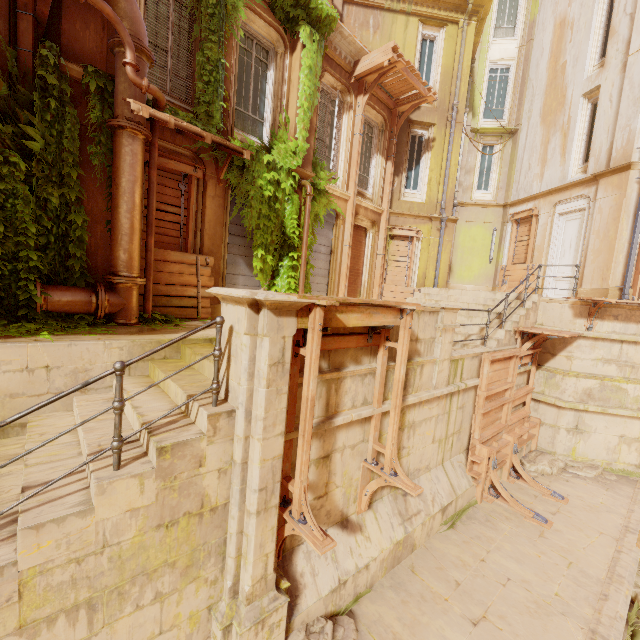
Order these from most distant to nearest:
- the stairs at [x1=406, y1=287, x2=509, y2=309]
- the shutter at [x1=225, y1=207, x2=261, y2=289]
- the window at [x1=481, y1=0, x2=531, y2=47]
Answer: the window at [x1=481, y1=0, x2=531, y2=47]
the stairs at [x1=406, y1=287, x2=509, y2=309]
the shutter at [x1=225, y1=207, x2=261, y2=289]

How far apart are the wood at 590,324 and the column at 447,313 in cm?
536

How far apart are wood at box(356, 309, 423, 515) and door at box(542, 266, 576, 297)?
11.42m

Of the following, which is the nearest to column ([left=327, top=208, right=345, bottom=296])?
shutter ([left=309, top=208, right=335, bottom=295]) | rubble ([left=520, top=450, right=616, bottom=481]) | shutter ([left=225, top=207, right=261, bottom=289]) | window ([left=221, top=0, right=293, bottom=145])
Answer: shutter ([left=309, top=208, right=335, bottom=295])

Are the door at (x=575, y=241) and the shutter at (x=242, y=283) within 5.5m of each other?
no

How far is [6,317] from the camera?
4.9m

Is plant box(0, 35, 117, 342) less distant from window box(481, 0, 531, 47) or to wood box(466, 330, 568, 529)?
wood box(466, 330, 568, 529)

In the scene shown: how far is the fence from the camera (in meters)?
2.82
